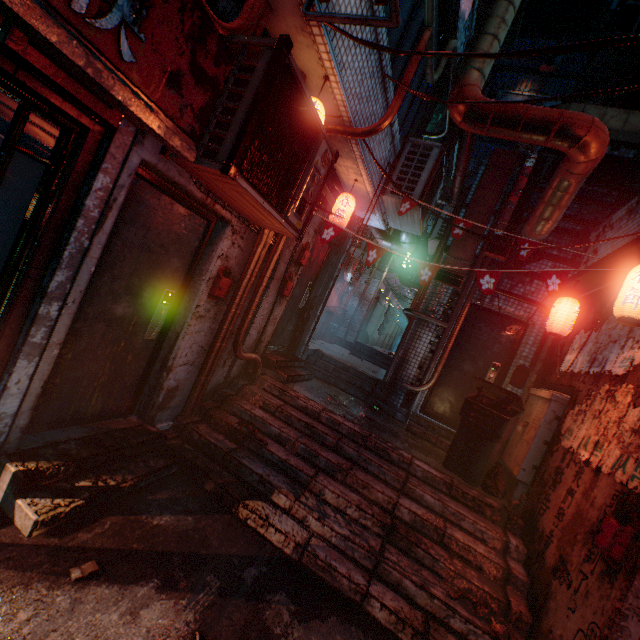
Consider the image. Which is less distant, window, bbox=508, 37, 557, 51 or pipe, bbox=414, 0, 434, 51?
pipe, bbox=414, 0, 434, 51

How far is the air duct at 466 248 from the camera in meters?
5.1 m

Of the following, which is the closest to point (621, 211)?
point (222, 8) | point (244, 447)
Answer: point (222, 8)

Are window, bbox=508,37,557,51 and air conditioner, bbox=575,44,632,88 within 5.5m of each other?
no

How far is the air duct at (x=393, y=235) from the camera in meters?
6.8 m

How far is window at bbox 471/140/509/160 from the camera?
25.34m

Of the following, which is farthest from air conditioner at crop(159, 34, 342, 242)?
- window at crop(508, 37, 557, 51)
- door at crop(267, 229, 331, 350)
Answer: window at crop(508, 37, 557, 51)

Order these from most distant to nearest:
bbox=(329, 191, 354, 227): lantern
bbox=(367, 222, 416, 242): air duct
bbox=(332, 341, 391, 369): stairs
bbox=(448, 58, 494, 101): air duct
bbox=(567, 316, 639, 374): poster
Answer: bbox=(332, 341, 391, 369): stairs, bbox=(367, 222, 416, 242): air duct, bbox=(329, 191, 354, 227): lantern, bbox=(448, 58, 494, 101): air duct, bbox=(567, 316, 639, 374): poster
